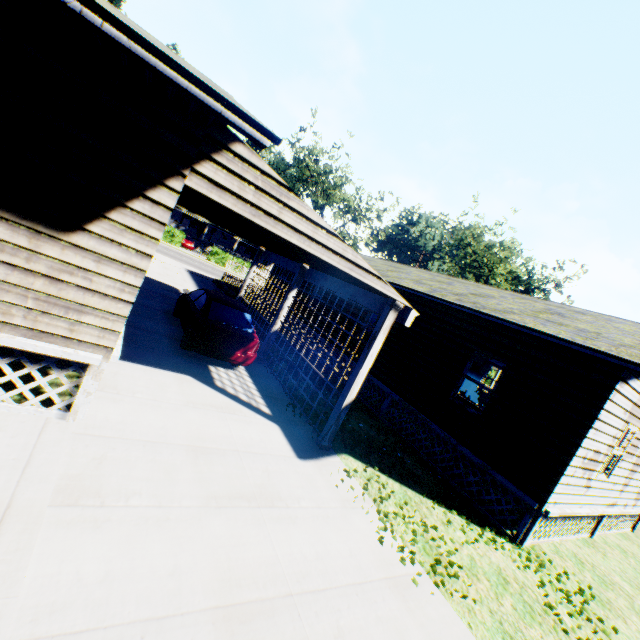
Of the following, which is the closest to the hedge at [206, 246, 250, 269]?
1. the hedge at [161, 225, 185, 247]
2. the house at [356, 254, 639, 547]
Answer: the hedge at [161, 225, 185, 247]

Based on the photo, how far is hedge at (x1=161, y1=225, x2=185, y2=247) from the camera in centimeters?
3591cm

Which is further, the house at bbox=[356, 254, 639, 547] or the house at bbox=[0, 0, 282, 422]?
the house at bbox=[356, 254, 639, 547]

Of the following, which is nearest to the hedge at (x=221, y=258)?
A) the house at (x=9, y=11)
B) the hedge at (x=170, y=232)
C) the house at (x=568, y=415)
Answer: the hedge at (x=170, y=232)

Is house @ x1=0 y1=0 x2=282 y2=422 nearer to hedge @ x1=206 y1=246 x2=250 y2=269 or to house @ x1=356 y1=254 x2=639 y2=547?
house @ x1=356 y1=254 x2=639 y2=547

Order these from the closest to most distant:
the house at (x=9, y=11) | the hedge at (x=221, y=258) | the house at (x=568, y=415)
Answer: the house at (x=9, y=11)
the house at (x=568, y=415)
the hedge at (x=221, y=258)

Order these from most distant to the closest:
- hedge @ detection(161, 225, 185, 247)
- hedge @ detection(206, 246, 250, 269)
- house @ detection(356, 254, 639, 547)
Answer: hedge @ detection(206, 246, 250, 269)
hedge @ detection(161, 225, 185, 247)
house @ detection(356, 254, 639, 547)

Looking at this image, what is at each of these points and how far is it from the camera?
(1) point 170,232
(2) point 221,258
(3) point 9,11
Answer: (1) hedge, 36.1m
(2) hedge, 39.5m
(3) house, 3.1m
